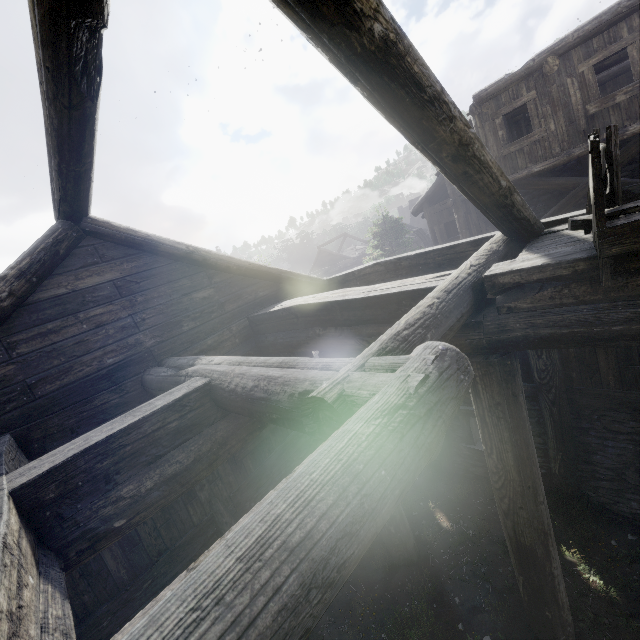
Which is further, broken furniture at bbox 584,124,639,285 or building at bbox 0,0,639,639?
broken furniture at bbox 584,124,639,285

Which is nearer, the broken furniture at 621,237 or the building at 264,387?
the building at 264,387

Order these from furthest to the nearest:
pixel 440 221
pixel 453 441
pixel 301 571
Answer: pixel 440 221 < pixel 453 441 < pixel 301 571
